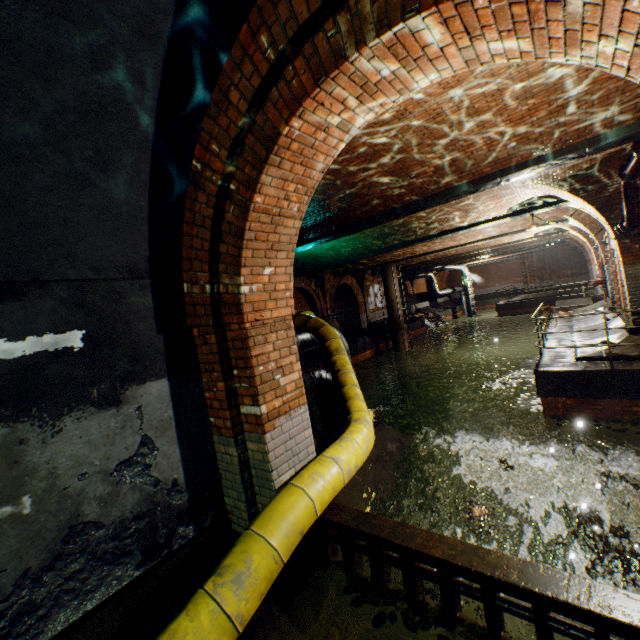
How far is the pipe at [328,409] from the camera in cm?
692

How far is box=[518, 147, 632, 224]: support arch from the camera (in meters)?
7.33

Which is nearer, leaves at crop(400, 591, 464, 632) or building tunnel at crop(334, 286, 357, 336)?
leaves at crop(400, 591, 464, 632)

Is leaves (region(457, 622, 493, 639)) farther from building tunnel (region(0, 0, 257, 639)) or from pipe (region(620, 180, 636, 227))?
pipe (region(620, 180, 636, 227))

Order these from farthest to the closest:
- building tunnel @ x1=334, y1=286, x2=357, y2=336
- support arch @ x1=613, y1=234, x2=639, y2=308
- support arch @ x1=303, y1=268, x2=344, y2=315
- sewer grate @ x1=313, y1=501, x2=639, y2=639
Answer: building tunnel @ x1=334, y1=286, x2=357, y2=336, support arch @ x1=303, y1=268, x2=344, y2=315, support arch @ x1=613, y1=234, x2=639, y2=308, sewer grate @ x1=313, y1=501, x2=639, y2=639

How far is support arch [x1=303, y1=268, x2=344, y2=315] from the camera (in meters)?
19.63

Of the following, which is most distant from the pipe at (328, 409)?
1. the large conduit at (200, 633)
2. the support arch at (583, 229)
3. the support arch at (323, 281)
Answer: the support arch at (583, 229)

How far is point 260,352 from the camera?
3.1m
